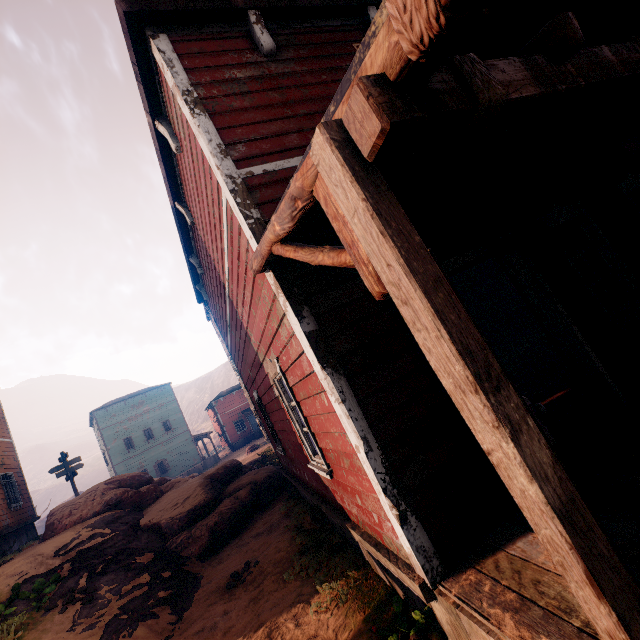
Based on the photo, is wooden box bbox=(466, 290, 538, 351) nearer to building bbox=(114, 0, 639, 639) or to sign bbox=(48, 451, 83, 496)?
building bbox=(114, 0, 639, 639)

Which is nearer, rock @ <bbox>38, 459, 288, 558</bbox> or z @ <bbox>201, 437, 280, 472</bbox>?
rock @ <bbox>38, 459, 288, 558</bbox>

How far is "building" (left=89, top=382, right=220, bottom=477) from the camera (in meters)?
33.84

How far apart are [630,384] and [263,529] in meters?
8.7

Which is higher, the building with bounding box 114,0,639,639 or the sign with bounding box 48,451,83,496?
the sign with bounding box 48,451,83,496

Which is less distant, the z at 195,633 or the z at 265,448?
the z at 195,633

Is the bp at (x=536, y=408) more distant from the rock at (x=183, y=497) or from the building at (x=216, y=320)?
the rock at (x=183, y=497)

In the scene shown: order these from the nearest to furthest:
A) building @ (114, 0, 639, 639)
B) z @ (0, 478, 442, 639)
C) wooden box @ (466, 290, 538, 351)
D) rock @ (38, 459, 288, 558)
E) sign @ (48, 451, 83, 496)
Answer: building @ (114, 0, 639, 639), z @ (0, 478, 442, 639), rock @ (38, 459, 288, 558), wooden box @ (466, 290, 538, 351), sign @ (48, 451, 83, 496)
